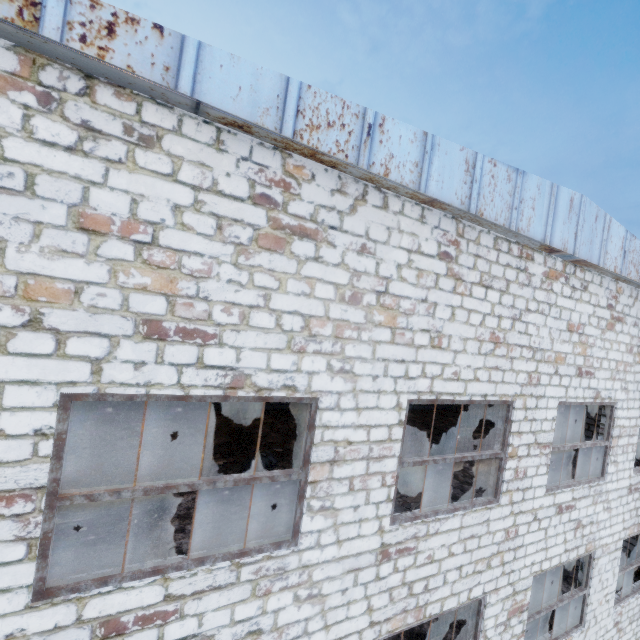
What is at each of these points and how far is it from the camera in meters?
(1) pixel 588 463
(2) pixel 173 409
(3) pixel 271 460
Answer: (1) brick, 12.5 m
(2) door, 11.8 m
(3) concrete debris, 9.0 m

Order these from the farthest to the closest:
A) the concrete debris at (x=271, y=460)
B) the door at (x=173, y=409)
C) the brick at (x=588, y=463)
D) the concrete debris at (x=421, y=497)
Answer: the brick at (x=588, y=463) → the door at (x=173, y=409) → the concrete debris at (x=271, y=460) → the concrete debris at (x=421, y=497)

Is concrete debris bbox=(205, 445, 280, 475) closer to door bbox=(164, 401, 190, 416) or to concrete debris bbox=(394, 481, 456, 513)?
concrete debris bbox=(394, 481, 456, 513)

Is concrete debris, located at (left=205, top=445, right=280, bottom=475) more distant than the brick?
No

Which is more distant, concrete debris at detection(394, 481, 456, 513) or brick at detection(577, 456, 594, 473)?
brick at detection(577, 456, 594, 473)

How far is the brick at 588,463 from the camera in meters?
12.2

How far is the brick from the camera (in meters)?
12.25

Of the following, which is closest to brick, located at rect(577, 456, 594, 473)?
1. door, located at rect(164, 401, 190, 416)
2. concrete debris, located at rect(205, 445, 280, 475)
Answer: concrete debris, located at rect(205, 445, 280, 475)
